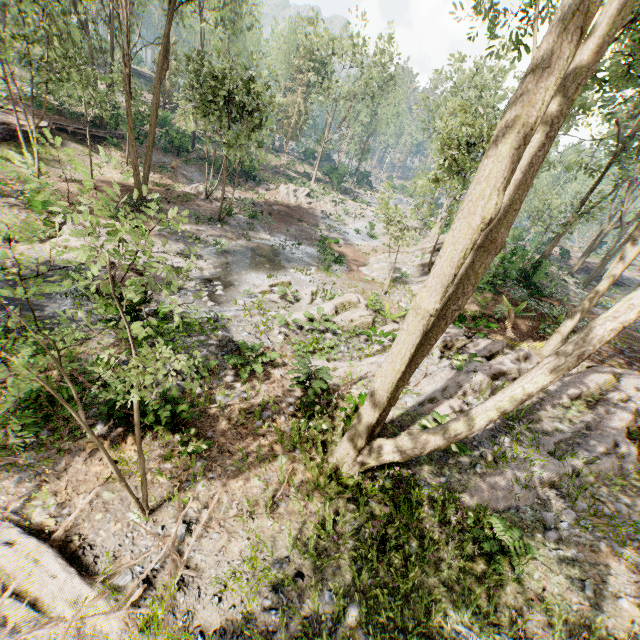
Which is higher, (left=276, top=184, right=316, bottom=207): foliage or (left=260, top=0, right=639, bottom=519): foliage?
(left=260, top=0, right=639, bottom=519): foliage

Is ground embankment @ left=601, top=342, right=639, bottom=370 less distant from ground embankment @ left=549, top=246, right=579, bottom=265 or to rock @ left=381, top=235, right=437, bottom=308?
rock @ left=381, top=235, right=437, bottom=308

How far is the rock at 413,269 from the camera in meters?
18.1

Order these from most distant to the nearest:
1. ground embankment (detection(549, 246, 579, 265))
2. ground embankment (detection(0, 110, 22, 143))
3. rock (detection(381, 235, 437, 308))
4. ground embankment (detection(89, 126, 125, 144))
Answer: ground embankment (detection(549, 246, 579, 265)) → ground embankment (detection(89, 126, 125, 144)) → ground embankment (detection(0, 110, 22, 143)) → rock (detection(381, 235, 437, 308))

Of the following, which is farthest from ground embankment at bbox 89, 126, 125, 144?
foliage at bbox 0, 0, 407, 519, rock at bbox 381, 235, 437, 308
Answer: rock at bbox 381, 235, 437, 308

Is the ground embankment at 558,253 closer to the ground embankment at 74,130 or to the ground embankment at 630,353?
the ground embankment at 630,353

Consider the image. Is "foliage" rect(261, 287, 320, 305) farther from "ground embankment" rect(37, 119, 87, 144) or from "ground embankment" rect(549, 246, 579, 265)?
"ground embankment" rect(549, 246, 579, 265)

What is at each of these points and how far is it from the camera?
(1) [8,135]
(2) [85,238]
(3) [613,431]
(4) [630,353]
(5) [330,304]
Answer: (1) ground embankment, 20.8m
(2) foliage, 14.1m
(3) foliage, 8.8m
(4) ground embankment, 16.9m
(5) foliage, 14.0m
